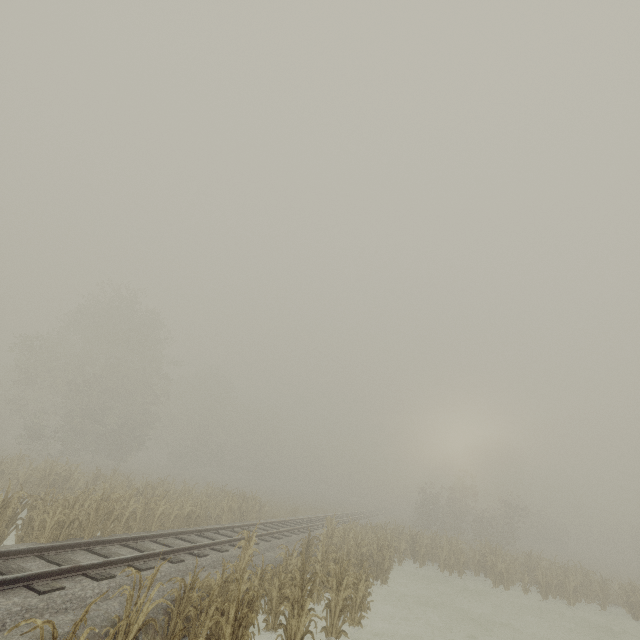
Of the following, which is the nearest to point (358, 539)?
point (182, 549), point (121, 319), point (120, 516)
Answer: point (182, 549)

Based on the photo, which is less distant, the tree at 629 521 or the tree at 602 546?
the tree at 629 521

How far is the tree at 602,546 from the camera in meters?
53.7

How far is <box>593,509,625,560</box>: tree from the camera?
53.7 meters

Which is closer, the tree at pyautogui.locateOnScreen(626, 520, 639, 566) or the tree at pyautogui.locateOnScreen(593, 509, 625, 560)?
the tree at pyautogui.locateOnScreen(626, 520, 639, 566)
